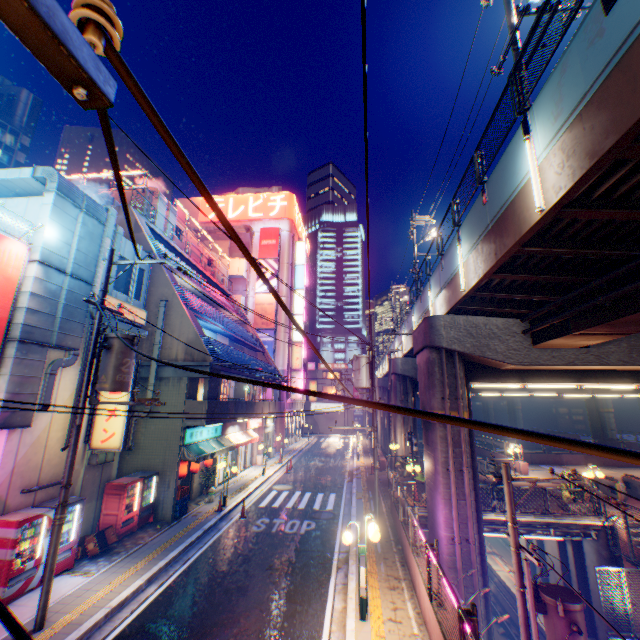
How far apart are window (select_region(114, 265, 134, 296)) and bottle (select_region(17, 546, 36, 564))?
9.0m

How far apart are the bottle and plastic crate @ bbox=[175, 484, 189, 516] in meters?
6.2 m

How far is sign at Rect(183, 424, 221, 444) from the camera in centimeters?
1581cm

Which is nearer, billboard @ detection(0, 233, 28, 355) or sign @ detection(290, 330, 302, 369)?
billboard @ detection(0, 233, 28, 355)

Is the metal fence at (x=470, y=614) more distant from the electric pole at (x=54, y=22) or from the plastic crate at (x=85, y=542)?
the plastic crate at (x=85, y=542)

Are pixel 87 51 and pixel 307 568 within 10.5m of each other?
no

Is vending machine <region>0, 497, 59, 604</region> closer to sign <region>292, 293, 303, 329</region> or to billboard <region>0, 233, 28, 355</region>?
billboard <region>0, 233, 28, 355</region>

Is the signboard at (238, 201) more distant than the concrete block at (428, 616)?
Yes
